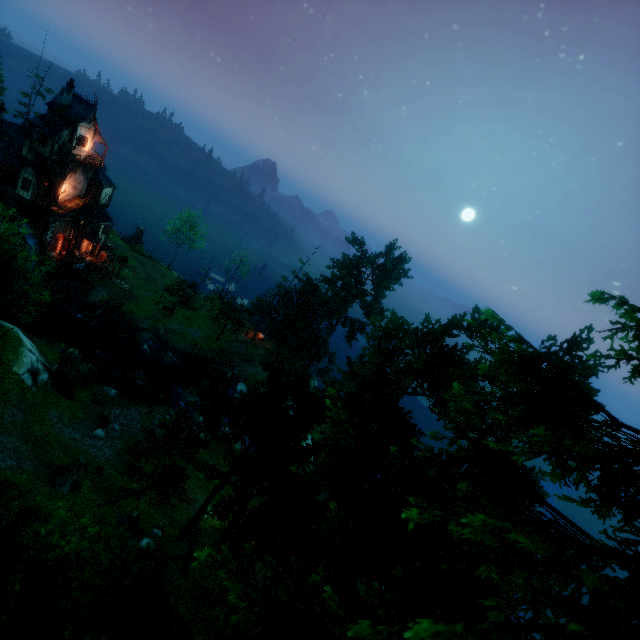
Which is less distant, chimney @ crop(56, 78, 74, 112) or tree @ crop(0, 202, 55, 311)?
tree @ crop(0, 202, 55, 311)

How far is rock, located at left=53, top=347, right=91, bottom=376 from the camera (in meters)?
29.81

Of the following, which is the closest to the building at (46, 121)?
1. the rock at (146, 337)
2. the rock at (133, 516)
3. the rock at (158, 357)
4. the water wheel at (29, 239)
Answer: the water wheel at (29, 239)

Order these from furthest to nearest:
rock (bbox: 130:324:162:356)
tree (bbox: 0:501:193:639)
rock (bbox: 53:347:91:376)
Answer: rock (bbox: 130:324:162:356) → rock (bbox: 53:347:91:376) → tree (bbox: 0:501:193:639)

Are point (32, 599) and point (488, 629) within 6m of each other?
no

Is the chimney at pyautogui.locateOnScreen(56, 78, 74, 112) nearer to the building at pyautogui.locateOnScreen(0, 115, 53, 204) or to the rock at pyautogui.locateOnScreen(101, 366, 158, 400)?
the building at pyautogui.locateOnScreen(0, 115, 53, 204)

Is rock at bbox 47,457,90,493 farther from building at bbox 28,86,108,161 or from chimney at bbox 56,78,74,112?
chimney at bbox 56,78,74,112

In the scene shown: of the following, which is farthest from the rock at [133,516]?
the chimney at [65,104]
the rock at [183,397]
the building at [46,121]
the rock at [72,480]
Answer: the chimney at [65,104]
